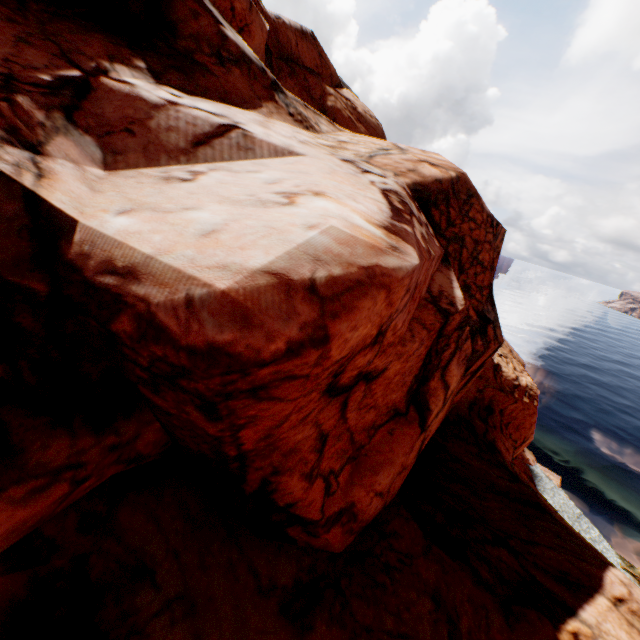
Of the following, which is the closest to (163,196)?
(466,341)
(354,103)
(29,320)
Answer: (29,320)
